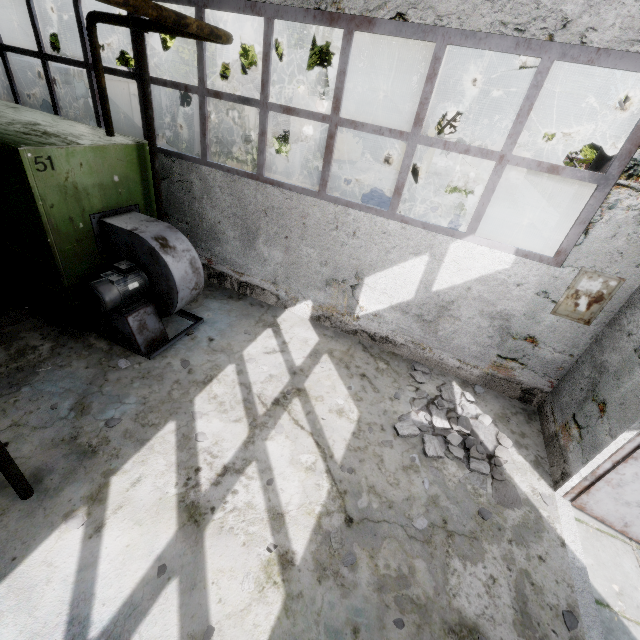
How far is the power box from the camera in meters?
4.7 m

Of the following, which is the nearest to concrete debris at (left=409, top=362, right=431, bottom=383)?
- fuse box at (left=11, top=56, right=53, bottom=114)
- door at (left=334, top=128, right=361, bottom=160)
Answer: fuse box at (left=11, top=56, right=53, bottom=114)

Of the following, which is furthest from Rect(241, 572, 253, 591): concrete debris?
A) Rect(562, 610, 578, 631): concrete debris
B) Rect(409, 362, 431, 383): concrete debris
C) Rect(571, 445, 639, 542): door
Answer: Rect(571, 445, 639, 542): door

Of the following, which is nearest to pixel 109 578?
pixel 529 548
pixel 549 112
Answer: pixel 529 548

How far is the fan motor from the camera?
4.96m

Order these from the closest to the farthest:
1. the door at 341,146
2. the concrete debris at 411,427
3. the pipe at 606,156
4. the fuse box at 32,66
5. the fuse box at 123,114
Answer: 1. the concrete debris at 411,427
2. the pipe at 606,156
3. the fuse box at 32,66
4. the fuse box at 123,114
5. the door at 341,146

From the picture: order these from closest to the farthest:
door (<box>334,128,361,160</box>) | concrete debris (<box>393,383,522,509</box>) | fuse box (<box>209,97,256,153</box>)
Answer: concrete debris (<box>393,383,522,509</box>), fuse box (<box>209,97,256,153</box>), door (<box>334,128,361,160</box>)

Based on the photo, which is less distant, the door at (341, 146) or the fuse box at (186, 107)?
the fuse box at (186, 107)
